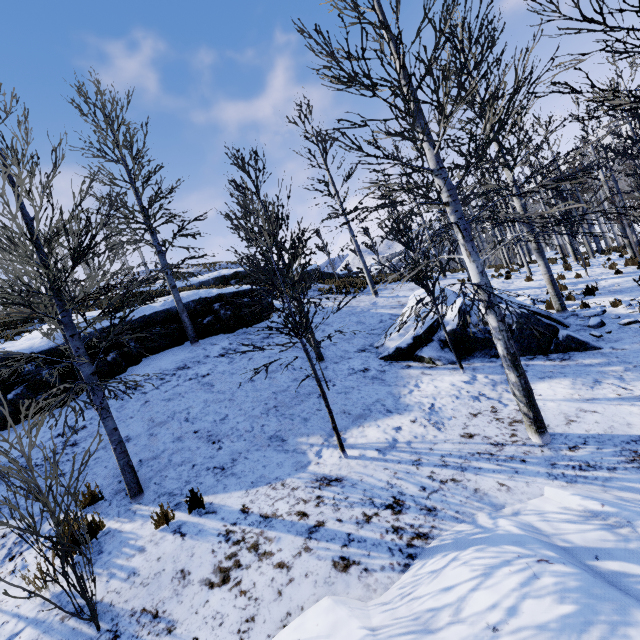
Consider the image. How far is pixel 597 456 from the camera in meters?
4.6 m

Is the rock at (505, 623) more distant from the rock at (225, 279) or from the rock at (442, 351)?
the rock at (225, 279)

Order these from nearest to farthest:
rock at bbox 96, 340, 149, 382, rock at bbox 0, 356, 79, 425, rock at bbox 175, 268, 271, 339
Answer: rock at bbox 0, 356, 79, 425 → rock at bbox 96, 340, 149, 382 → rock at bbox 175, 268, 271, 339

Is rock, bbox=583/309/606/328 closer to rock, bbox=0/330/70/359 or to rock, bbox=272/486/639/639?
rock, bbox=272/486/639/639

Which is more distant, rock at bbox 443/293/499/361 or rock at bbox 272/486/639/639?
rock at bbox 443/293/499/361

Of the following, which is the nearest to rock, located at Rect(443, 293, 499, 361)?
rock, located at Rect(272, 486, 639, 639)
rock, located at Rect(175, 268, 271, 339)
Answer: rock, located at Rect(272, 486, 639, 639)

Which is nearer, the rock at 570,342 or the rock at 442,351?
the rock at 570,342
